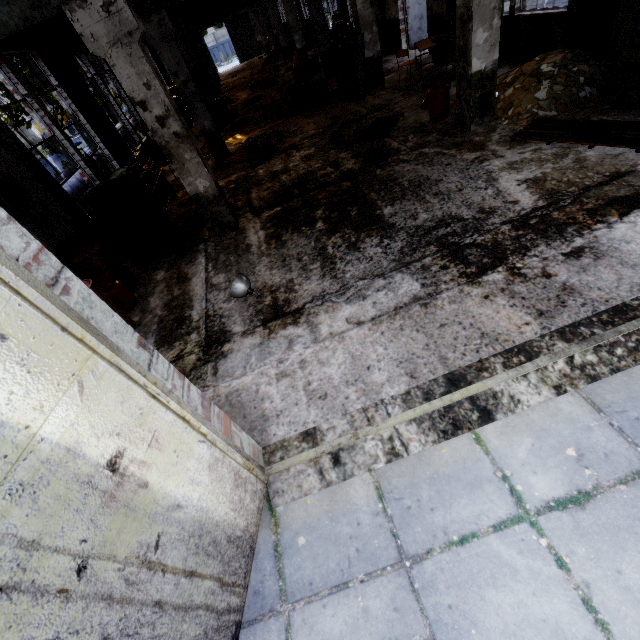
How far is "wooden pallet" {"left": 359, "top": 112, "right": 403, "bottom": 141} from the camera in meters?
8.2

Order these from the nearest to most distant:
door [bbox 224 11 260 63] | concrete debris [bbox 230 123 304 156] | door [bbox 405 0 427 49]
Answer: concrete debris [bbox 230 123 304 156]
door [bbox 405 0 427 49]
door [bbox 224 11 260 63]

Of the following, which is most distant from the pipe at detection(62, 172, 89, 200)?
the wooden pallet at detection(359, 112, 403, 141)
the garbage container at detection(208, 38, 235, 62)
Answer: A: the garbage container at detection(208, 38, 235, 62)

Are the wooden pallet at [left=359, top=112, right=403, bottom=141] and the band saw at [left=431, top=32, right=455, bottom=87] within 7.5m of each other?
yes

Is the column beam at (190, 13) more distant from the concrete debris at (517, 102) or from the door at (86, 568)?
the door at (86, 568)

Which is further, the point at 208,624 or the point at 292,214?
the point at 292,214

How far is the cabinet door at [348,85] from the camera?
10.2 meters

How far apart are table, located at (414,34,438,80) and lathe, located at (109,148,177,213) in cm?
878
